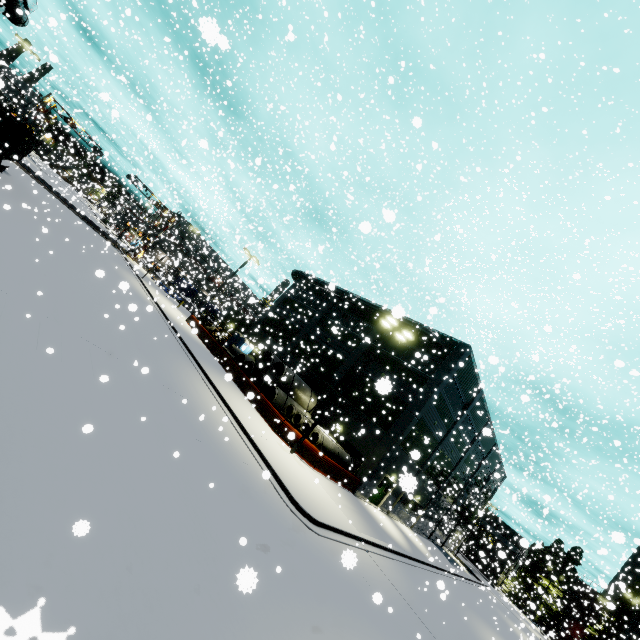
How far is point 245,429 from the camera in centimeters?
1476cm

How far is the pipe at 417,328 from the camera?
27.44m

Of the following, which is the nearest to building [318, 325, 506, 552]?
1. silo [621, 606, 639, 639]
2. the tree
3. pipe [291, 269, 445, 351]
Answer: pipe [291, 269, 445, 351]

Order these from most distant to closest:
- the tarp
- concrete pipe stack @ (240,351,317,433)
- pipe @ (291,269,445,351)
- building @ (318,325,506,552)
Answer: the tarp < pipe @ (291,269,445,351) < building @ (318,325,506,552) < concrete pipe stack @ (240,351,317,433)

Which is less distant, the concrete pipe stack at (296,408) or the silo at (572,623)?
the concrete pipe stack at (296,408)

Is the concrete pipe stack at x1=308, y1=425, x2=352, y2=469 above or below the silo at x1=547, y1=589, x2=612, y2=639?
below

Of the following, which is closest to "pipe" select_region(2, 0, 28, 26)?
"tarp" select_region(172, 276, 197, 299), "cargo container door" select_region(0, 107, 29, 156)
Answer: "cargo container door" select_region(0, 107, 29, 156)

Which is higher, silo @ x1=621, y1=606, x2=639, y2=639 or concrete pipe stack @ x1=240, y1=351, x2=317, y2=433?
silo @ x1=621, y1=606, x2=639, y2=639
